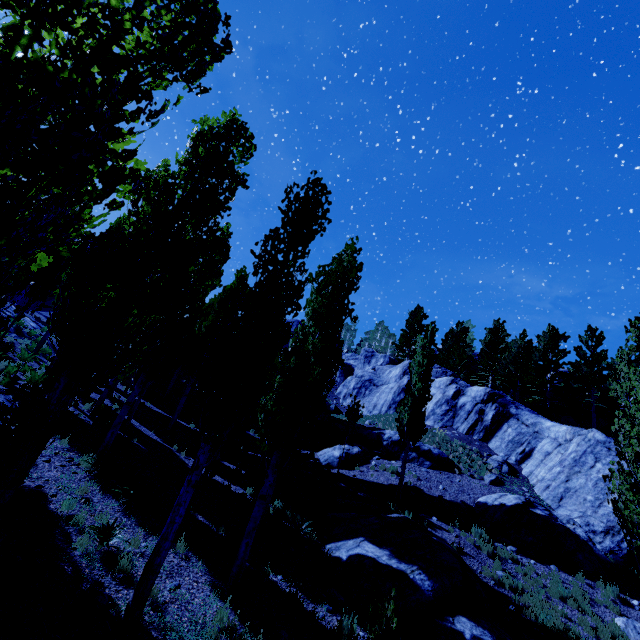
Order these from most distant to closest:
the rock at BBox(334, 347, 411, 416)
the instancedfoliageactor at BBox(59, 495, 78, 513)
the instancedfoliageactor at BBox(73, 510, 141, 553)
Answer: the rock at BBox(334, 347, 411, 416) → the instancedfoliageactor at BBox(59, 495, 78, 513) → the instancedfoliageactor at BBox(73, 510, 141, 553)

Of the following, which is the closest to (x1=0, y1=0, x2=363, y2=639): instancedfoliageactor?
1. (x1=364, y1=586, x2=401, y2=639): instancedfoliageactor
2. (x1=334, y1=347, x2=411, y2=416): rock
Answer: (x1=334, y1=347, x2=411, y2=416): rock

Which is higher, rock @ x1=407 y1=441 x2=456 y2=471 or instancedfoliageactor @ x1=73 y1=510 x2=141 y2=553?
rock @ x1=407 y1=441 x2=456 y2=471

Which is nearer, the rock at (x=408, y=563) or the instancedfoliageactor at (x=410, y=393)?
the rock at (x=408, y=563)

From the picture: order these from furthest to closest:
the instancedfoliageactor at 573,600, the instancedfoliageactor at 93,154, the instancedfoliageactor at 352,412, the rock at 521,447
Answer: the instancedfoliageactor at 352,412 < the rock at 521,447 < the instancedfoliageactor at 573,600 < the instancedfoliageactor at 93,154

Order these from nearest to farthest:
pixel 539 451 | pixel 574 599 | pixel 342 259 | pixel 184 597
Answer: pixel 184 597 → pixel 342 259 → pixel 574 599 → pixel 539 451

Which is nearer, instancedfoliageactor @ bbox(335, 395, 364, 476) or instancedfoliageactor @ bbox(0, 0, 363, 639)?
instancedfoliageactor @ bbox(0, 0, 363, 639)

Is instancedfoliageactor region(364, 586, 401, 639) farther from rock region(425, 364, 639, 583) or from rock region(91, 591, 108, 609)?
rock region(91, 591, 108, 609)
